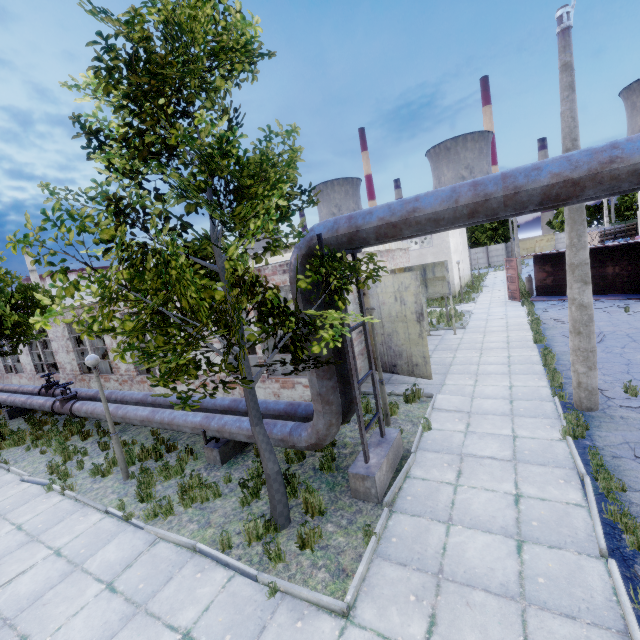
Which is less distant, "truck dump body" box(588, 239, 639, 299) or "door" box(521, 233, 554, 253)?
"truck dump body" box(588, 239, 639, 299)

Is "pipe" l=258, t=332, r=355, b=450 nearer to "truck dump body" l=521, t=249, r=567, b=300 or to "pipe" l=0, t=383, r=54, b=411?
"pipe" l=0, t=383, r=54, b=411

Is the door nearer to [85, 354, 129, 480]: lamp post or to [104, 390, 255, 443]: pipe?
[104, 390, 255, 443]: pipe

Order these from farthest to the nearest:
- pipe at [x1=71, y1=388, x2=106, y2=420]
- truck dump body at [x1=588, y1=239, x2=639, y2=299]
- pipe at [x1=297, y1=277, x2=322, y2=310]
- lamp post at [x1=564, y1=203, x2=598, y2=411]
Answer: truck dump body at [x1=588, y1=239, x2=639, y2=299] < pipe at [x1=71, y1=388, x2=106, y2=420] < lamp post at [x1=564, y1=203, x2=598, y2=411] < pipe at [x1=297, y1=277, x2=322, y2=310]

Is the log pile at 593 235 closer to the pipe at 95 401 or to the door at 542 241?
the door at 542 241

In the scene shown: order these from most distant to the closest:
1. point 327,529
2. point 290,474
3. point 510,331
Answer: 1. point 510,331
2. point 290,474
3. point 327,529

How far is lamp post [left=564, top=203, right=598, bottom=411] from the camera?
7.3m

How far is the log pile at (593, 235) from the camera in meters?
35.5
